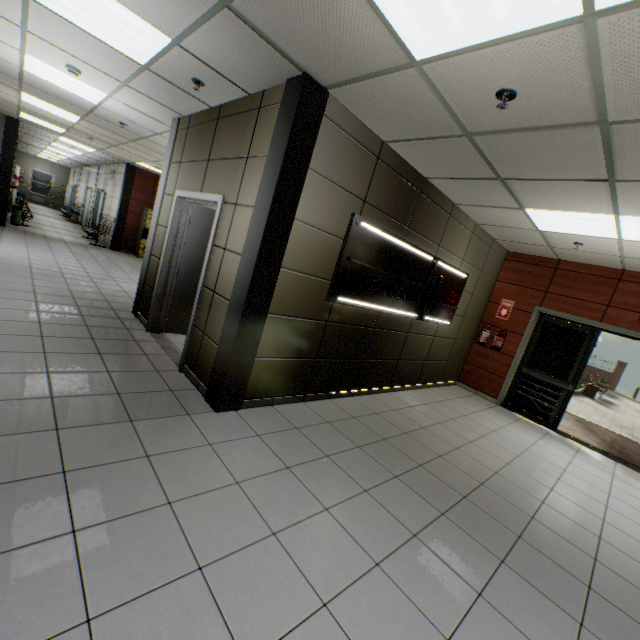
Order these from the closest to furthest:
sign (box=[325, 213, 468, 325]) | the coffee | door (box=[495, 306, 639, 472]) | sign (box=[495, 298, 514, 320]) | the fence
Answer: sign (box=[325, 213, 468, 325]) → door (box=[495, 306, 639, 472]) → sign (box=[495, 298, 514, 320]) → the coffee → the fence

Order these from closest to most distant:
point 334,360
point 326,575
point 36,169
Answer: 1. point 326,575
2. point 334,360
3. point 36,169

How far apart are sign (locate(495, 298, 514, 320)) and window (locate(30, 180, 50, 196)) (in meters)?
30.97

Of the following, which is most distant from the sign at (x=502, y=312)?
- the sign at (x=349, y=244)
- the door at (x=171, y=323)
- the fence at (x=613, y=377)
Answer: the fence at (x=613, y=377)

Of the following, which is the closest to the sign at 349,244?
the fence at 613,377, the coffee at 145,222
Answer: the coffee at 145,222

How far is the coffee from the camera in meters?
12.2

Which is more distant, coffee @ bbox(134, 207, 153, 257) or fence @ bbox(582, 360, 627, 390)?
fence @ bbox(582, 360, 627, 390)

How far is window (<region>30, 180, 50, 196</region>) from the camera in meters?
23.4 m
